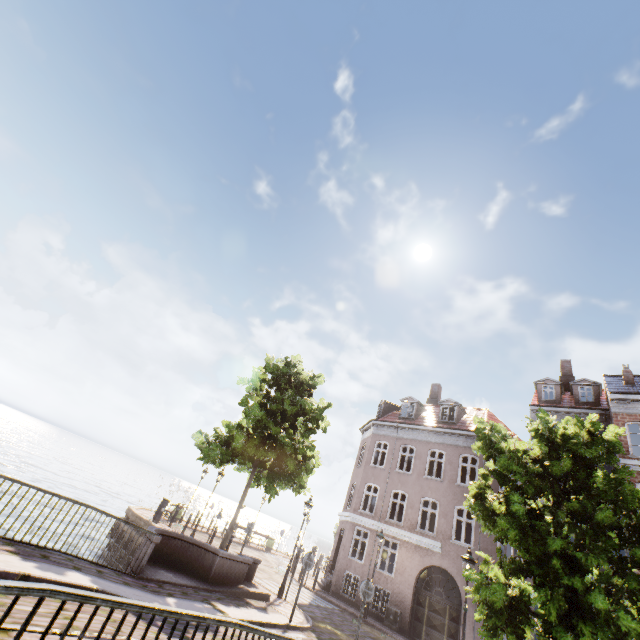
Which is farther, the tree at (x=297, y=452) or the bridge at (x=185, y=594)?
the tree at (x=297, y=452)

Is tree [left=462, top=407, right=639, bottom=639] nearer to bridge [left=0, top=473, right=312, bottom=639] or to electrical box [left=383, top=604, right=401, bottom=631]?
bridge [left=0, top=473, right=312, bottom=639]

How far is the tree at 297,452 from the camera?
15.51m

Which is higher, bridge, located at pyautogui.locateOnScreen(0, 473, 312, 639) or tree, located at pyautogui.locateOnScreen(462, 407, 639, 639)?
tree, located at pyautogui.locateOnScreen(462, 407, 639, 639)

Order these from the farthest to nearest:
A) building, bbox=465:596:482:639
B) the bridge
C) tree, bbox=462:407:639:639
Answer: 1. building, bbox=465:596:482:639
2. tree, bbox=462:407:639:639
3. the bridge

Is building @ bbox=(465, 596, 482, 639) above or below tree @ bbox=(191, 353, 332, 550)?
below

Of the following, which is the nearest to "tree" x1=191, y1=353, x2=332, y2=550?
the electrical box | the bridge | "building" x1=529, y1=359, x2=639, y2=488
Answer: the bridge

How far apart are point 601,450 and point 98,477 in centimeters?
7406cm
